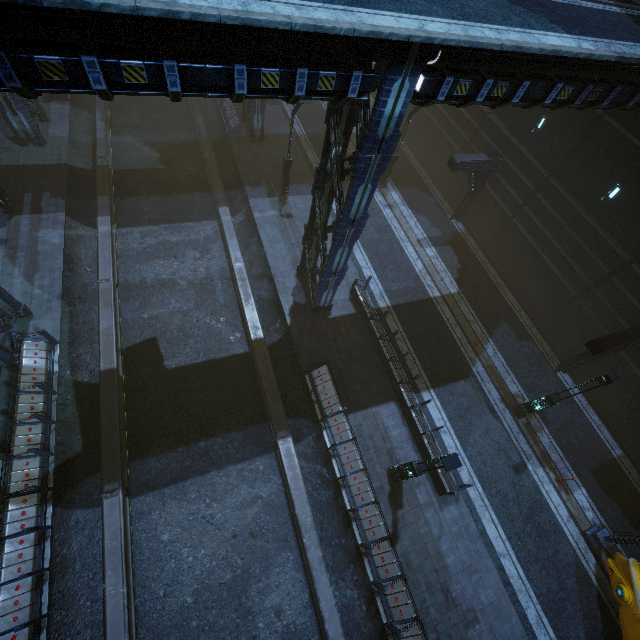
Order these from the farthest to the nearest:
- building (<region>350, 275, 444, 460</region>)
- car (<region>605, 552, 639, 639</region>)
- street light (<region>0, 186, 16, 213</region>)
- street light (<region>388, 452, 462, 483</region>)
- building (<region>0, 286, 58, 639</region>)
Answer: street light (<region>0, 186, 16, 213</region>)
building (<region>350, 275, 444, 460</region>)
car (<region>605, 552, 639, 639</region>)
building (<region>0, 286, 58, 639</region>)
street light (<region>388, 452, 462, 483</region>)

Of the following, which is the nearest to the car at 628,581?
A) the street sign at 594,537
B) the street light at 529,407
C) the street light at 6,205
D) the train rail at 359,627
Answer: the street sign at 594,537

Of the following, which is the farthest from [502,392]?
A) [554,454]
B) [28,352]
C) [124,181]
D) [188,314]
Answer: [124,181]

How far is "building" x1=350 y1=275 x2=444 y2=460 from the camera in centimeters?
1419cm

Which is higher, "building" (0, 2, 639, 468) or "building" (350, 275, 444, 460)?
"building" (0, 2, 639, 468)

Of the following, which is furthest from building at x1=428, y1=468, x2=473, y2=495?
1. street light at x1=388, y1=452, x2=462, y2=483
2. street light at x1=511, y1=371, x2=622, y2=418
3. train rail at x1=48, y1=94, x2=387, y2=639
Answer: street light at x1=511, y1=371, x2=622, y2=418

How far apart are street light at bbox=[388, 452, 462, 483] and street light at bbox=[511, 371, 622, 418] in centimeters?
667cm

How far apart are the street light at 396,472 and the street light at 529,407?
6.7 meters
